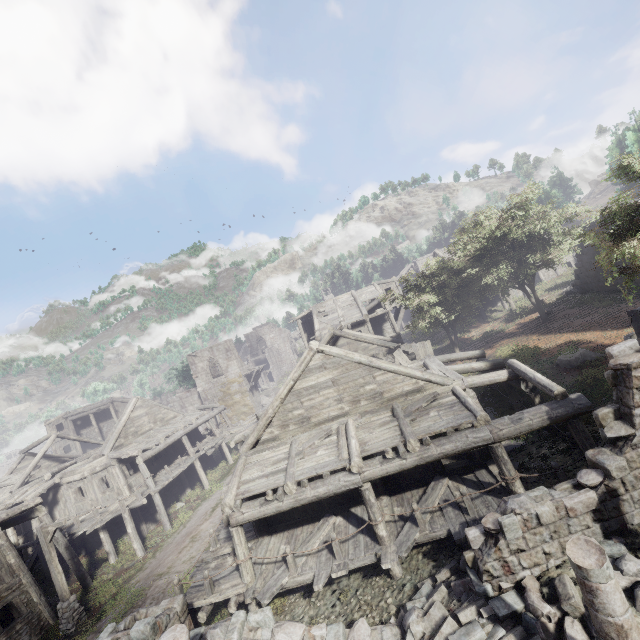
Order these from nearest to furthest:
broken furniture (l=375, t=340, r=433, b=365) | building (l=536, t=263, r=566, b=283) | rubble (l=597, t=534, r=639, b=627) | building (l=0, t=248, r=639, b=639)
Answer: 1. rubble (l=597, t=534, r=639, b=627)
2. building (l=0, t=248, r=639, b=639)
3. broken furniture (l=375, t=340, r=433, b=365)
4. building (l=536, t=263, r=566, b=283)

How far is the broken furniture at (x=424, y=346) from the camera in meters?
17.3

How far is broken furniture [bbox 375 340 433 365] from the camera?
17.34m

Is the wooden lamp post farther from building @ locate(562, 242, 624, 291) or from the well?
the well

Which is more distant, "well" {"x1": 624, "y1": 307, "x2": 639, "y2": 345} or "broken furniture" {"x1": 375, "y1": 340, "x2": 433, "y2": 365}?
"broken furniture" {"x1": 375, "y1": 340, "x2": 433, "y2": 365}

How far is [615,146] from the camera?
42.8 meters

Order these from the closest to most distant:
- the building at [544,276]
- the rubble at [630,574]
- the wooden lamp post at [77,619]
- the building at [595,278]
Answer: the rubble at [630,574] → the wooden lamp post at [77,619] → the building at [595,278] → the building at [544,276]
